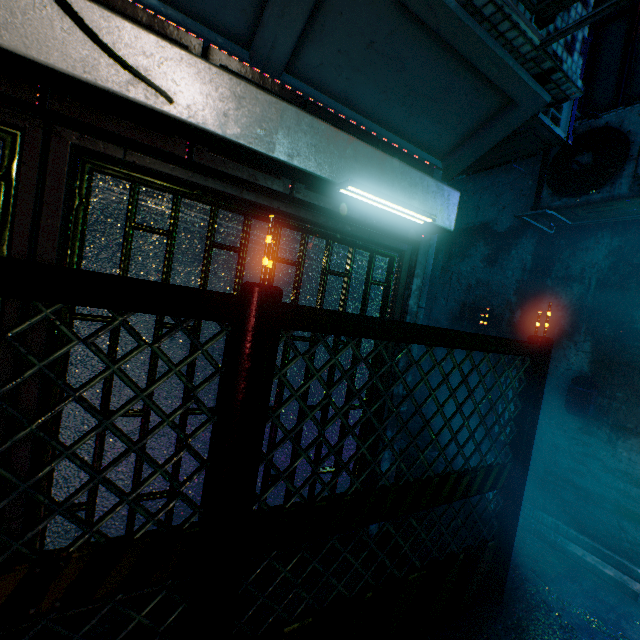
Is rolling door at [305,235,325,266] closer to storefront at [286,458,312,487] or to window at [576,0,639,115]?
storefront at [286,458,312,487]

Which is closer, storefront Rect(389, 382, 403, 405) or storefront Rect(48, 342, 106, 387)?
storefront Rect(48, 342, 106, 387)

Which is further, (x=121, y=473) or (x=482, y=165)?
(x=482, y=165)

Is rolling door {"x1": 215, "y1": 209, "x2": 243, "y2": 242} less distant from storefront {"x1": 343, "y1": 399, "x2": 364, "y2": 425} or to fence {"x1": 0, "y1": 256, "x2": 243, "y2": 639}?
storefront {"x1": 343, "y1": 399, "x2": 364, "y2": 425}

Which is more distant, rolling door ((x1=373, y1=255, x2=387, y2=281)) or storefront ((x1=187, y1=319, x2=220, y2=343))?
rolling door ((x1=373, y1=255, x2=387, y2=281))

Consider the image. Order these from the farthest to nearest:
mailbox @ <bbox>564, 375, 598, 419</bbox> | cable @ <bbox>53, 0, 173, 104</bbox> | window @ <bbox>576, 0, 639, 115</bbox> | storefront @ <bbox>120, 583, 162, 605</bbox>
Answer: window @ <bbox>576, 0, 639, 115</bbox> → mailbox @ <bbox>564, 375, 598, 419</bbox> → storefront @ <bbox>120, 583, 162, 605</bbox> → cable @ <bbox>53, 0, 173, 104</bbox>

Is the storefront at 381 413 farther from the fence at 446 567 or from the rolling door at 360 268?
the fence at 446 567

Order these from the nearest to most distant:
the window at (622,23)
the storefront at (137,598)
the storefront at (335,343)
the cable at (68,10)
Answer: the cable at (68,10)
the storefront at (137,598)
the storefront at (335,343)
the window at (622,23)
